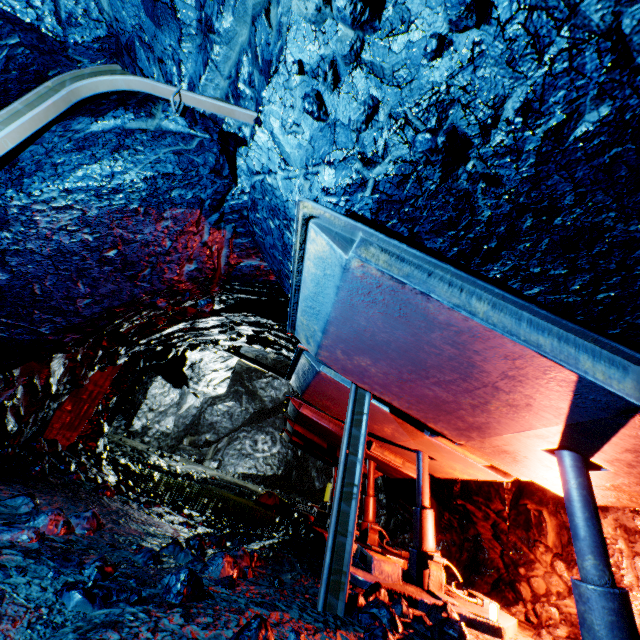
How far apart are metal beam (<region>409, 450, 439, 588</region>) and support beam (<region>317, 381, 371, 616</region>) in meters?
1.8 m

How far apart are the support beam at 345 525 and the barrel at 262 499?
8.6m

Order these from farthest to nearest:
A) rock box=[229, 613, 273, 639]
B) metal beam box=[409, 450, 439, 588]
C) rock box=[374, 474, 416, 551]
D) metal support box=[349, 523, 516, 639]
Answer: rock box=[374, 474, 416, 551] → metal beam box=[409, 450, 439, 588] → metal support box=[349, 523, 516, 639] → rock box=[229, 613, 273, 639]

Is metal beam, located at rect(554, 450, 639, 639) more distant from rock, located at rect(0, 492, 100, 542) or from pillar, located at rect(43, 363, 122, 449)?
pillar, located at rect(43, 363, 122, 449)

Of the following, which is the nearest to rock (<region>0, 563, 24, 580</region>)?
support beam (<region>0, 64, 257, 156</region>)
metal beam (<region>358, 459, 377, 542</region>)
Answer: support beam (<region>0, 64, 257, 156</region>)

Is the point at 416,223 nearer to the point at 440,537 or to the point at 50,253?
the point at 50,253

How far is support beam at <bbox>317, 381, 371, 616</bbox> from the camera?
2.5 meters

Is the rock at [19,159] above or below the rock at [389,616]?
above
